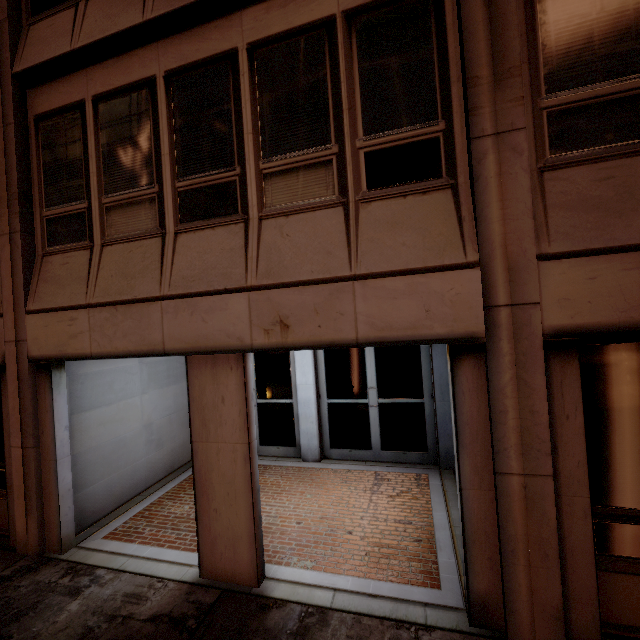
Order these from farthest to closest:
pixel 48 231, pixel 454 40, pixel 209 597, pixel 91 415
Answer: pixel 91 415
pixel 48 231
pixel 209 597
pixel 454 40
